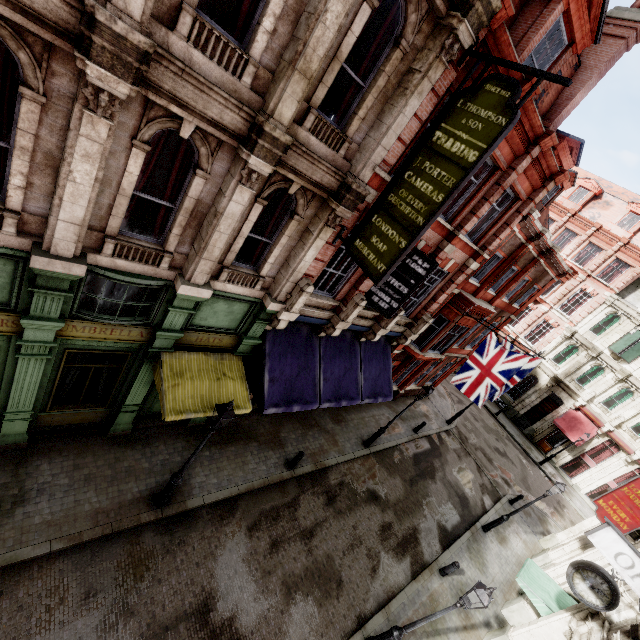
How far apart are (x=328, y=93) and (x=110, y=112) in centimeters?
553cm

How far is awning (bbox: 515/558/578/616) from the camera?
11.23m

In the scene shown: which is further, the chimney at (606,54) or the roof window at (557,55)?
the chimney at (606,54)

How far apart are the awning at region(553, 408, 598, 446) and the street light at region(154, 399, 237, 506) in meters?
31.0

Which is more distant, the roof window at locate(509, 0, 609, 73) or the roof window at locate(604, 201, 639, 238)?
the roof window at locate(604, 201, 639, 238)

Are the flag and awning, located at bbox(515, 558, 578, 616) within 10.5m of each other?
yes

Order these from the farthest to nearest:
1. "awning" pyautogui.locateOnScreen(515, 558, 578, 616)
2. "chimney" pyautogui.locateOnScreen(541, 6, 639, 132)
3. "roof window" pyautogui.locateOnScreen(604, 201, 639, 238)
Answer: "roof window" pyautogui.locateOnScreen(604, 201, 639, 238), "awning" pyautogui.locateOnScreen(515, 558, 578, 616), "chimney" pyautogui.locateOnScreen(541, 6, 639, 132)

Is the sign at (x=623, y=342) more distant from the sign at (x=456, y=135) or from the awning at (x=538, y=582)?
the sign at (x=456, y=135)
